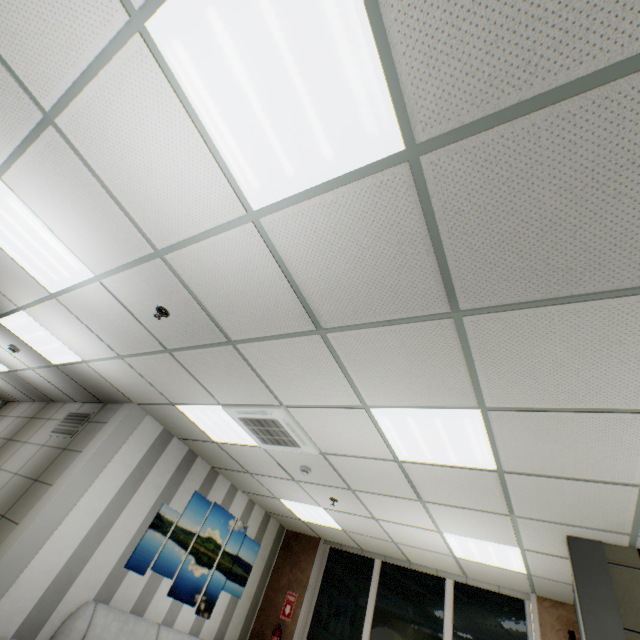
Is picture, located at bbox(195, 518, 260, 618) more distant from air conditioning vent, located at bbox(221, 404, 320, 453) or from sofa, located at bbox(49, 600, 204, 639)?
air conditioning vent, located at bbox(221, 404, 320, 453)

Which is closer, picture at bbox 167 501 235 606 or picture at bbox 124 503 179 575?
picture at bbox 124 503 179 575

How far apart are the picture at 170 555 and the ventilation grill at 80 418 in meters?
1.8 m

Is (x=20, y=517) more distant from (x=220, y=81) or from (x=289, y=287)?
(x=220, y=81)

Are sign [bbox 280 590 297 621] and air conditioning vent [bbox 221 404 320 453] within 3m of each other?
no

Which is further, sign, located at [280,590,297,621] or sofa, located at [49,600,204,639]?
sign, located at [280,590,297,621]

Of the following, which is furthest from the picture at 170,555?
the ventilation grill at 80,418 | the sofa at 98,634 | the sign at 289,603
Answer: the ventilation grill at 80,418

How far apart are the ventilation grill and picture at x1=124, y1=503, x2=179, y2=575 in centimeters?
182cm
